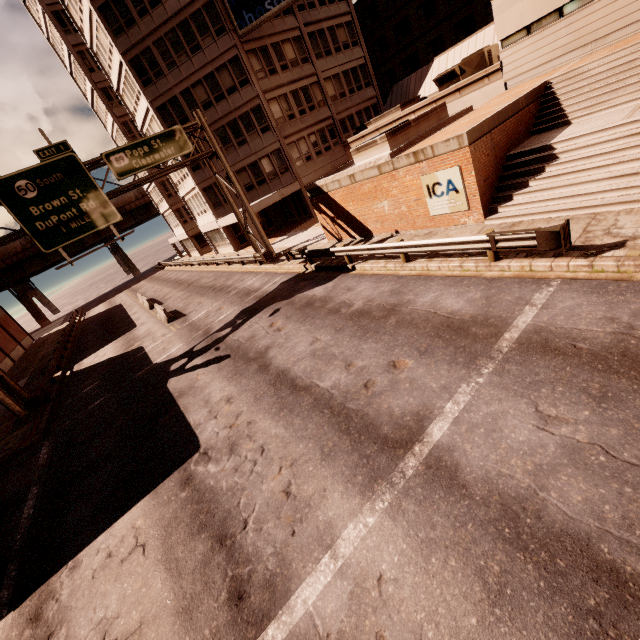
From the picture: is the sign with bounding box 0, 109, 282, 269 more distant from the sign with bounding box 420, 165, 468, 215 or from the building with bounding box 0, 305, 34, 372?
the sign with bounding box 420, 165, 468, 215

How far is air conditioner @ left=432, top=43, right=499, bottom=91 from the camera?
19.5m

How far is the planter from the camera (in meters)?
14.99

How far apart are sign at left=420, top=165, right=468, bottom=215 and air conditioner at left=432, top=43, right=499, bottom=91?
12.7m

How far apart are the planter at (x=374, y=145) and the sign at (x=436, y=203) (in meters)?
2.55

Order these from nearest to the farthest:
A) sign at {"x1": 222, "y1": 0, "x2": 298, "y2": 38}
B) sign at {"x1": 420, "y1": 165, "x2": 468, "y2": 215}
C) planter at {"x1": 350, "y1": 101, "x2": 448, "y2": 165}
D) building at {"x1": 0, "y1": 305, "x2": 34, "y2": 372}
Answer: sign at {"x1": 420, "y1": 165, "x2": 468, "y2": 215}
planter at {"x1": 350, "y1": 101, "x2": 448, "y2": 165}
sign at {"x1": 222, "y1": 0, "x2": 298, "y2": 38}
building at {"x1": 0, "y1": 305, "x2": 34, "y2": 372}

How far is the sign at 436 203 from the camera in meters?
12.4 m

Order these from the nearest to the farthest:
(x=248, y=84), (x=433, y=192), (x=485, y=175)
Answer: (x=485, y=175)
(x=433, y=192)
(x=248, y=84)
